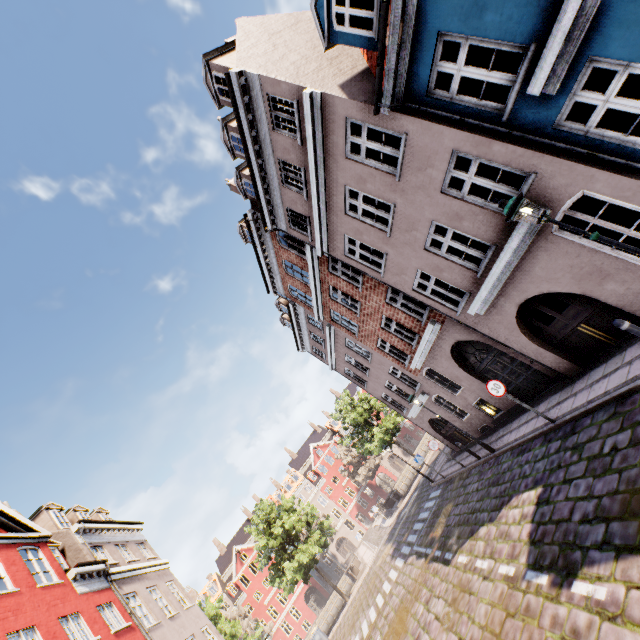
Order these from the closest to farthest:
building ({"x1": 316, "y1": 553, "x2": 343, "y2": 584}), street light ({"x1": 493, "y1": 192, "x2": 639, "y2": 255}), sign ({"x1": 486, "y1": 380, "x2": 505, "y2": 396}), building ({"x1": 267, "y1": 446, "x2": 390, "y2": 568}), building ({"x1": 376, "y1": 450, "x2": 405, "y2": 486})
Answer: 1. street light ({"x1": 493, "y1": 192, "x2": 639, "y2": 255})
2. sign ({"x1": 486, "y1": 380, "x2": 505, "y2": 396})
3. building ({"x1": 316, "y1": 553, "x2": 343, "y2": 584})
4. building ({"x1": 267, "y1": 446, "x2": 390, "y2": 568})
5. building ({"x1": 376, "y1": 450, "x2": 405, "y2": 486})

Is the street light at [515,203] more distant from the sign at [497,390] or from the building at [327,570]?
the sign at [497,390]

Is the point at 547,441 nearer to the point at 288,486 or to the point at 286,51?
the point at 286,51

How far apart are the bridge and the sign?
29.90m

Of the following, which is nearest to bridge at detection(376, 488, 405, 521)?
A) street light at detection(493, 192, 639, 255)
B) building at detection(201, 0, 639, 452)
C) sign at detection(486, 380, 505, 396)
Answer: building at detection(201, 0, 639, 452)

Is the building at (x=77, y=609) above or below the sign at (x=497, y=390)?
above

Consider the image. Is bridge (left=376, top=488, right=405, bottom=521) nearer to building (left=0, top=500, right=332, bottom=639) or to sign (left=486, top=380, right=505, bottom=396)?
building (left=0, top=500, right=332, bottom=639)
